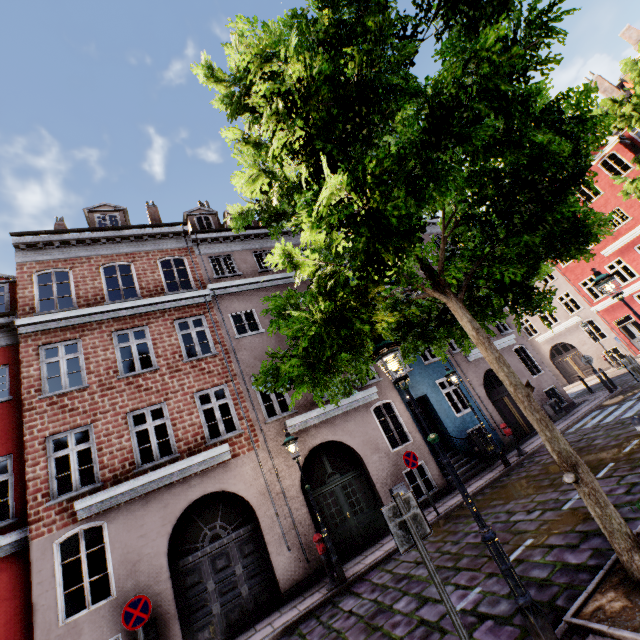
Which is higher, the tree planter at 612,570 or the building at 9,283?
the building at 9,283

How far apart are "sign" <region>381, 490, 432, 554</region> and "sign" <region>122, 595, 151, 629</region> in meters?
6.5

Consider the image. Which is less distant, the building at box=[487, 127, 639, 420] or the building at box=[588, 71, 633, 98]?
the building at box=[487, 127, 639, 420]

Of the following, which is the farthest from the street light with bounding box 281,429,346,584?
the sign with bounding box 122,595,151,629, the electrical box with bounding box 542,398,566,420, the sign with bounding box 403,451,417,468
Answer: the electrical box with bounding box 542,398,566,420

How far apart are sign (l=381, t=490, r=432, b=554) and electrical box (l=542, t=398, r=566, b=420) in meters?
15.2

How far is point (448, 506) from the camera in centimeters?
1012cm

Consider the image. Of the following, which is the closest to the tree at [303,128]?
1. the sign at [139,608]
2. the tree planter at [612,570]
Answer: the tree planter at [612,570]

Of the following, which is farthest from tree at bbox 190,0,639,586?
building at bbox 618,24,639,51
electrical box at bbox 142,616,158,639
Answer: electrical box at bbox 142,616,158,639
